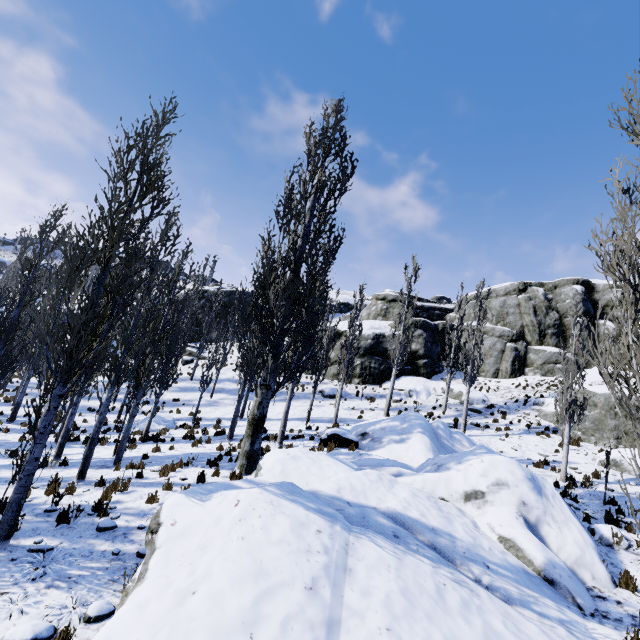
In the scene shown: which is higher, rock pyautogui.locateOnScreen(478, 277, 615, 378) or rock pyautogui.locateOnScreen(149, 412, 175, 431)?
rock pyautogui.locateOnScreen(478, 277, 615, 378)

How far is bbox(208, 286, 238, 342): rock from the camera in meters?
44.2 m

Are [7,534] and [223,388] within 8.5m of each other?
no

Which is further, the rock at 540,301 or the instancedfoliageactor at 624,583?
the rock at 540,301

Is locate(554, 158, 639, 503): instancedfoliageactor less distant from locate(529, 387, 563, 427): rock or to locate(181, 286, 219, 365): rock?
locate(181, 286, 219, 365): rock

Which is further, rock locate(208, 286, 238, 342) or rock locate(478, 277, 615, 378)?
rock locate(208, 286, 238, 342)

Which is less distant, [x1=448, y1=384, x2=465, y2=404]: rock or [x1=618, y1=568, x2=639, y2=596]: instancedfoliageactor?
[x1=618, y1=568, x2=639, y2=596]: instancedfoliageactor

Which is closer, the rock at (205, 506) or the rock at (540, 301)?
the rock at (205, 506)
